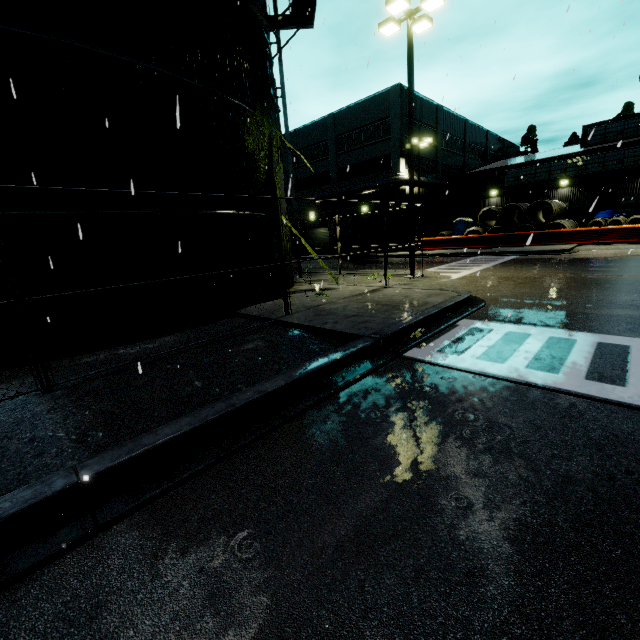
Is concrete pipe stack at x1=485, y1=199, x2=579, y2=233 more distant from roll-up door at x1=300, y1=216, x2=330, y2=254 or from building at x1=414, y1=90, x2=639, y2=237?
roll-up door at x1=300, y1=216, x2=330, y2=254

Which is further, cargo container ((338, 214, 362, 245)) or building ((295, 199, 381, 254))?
building ((295, 199, 381, 254))

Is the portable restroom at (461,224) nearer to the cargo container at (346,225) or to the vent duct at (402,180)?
the cargo container at (346,225)

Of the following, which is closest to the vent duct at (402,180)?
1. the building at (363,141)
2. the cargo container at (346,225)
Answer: the building at (363,141)

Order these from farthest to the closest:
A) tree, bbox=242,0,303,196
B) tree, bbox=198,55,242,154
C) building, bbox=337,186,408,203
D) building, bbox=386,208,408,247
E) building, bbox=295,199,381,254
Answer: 1. building, bbox=295,199,381,254
2. building, bbox=386,208,408,247
3. building, bbox=337,186,408,203
4. tree, bbox=242,0,303,196
5. tree, bbox=198,55,242,154

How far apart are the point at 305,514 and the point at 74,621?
1.5m

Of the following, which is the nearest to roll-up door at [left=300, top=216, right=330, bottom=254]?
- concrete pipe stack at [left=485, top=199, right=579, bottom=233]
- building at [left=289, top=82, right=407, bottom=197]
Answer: building at [left=289, top=82, right=407, bottom=197]

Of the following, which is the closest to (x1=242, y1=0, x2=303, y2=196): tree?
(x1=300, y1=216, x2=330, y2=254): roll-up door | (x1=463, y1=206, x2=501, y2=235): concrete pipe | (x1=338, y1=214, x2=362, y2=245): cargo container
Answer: (x1=338, y1=214, x2=362, y2=245): cargo container
